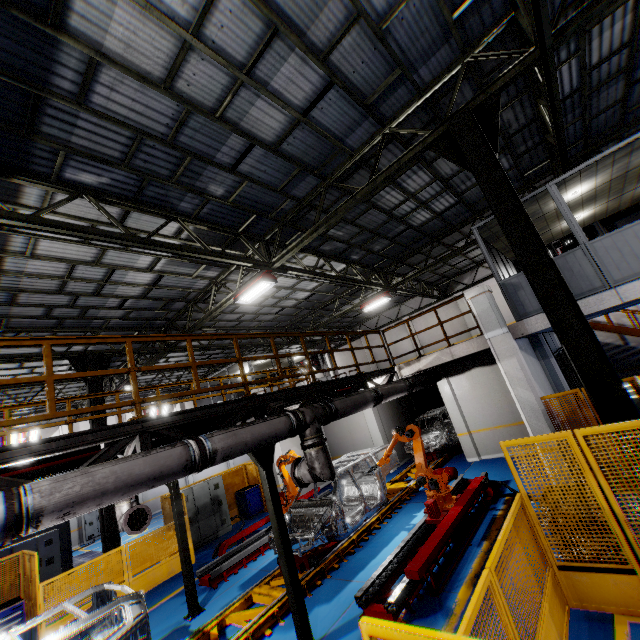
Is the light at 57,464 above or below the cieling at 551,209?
below

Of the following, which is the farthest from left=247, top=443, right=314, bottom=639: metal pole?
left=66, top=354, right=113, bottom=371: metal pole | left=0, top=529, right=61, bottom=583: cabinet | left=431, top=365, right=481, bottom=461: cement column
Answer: left=0, top=529, right=61, bottom=583: cabinet

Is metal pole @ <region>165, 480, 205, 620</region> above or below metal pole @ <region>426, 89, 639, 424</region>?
below

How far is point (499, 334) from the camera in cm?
852

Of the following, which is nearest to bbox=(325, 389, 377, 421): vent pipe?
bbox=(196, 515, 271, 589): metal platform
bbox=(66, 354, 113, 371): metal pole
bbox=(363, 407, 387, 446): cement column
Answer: bbox=(363, 407, 387, 446): cement column

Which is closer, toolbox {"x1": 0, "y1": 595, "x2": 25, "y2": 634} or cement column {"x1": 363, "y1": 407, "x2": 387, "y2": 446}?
toolbox {"x1": 0, "y1": 595, "x2": 25, "y2": 634}

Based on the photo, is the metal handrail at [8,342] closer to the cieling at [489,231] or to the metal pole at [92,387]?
the cieling at [489,231]

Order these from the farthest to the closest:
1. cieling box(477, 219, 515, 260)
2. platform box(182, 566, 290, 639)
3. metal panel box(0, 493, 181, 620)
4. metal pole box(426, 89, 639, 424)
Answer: cieling box(477, 219, 515, 260), metal panel box(0, 493, 181, 620), platform box(182, 566, 290, 639), metal pole box(426, 89, 639, 424)
